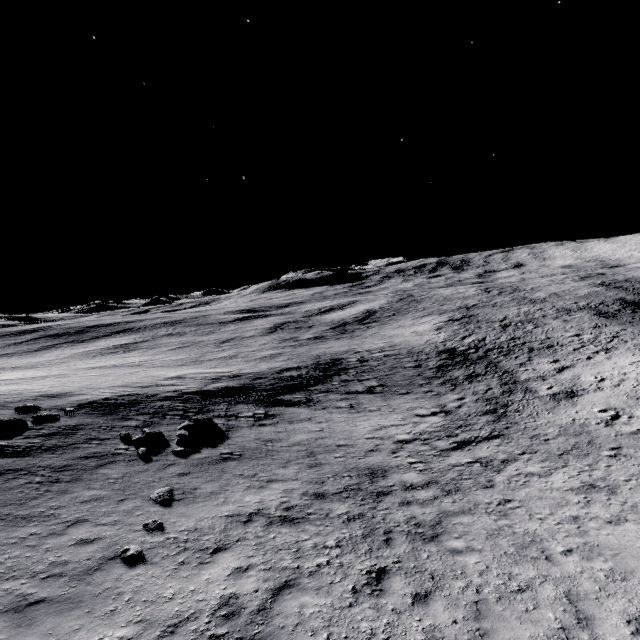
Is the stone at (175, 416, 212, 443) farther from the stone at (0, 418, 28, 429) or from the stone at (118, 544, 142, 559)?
the stone at (118, 544, 142, 559)

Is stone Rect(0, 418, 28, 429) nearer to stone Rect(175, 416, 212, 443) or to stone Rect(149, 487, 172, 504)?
stone Rect(175, 416, 212, 443)

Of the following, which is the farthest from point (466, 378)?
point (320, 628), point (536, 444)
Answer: point (320, 628)

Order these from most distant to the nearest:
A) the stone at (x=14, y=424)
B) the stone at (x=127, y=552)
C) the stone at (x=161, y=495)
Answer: the stone at (x=14, y=424) → the stone at (x=161, y=495) → the stone at (x=127, y=552)

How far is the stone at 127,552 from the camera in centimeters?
776cm

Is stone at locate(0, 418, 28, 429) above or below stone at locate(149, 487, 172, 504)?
above

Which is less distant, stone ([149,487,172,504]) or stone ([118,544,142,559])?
stone ([118,544,142,559])

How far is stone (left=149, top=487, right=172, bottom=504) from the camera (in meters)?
10.31
